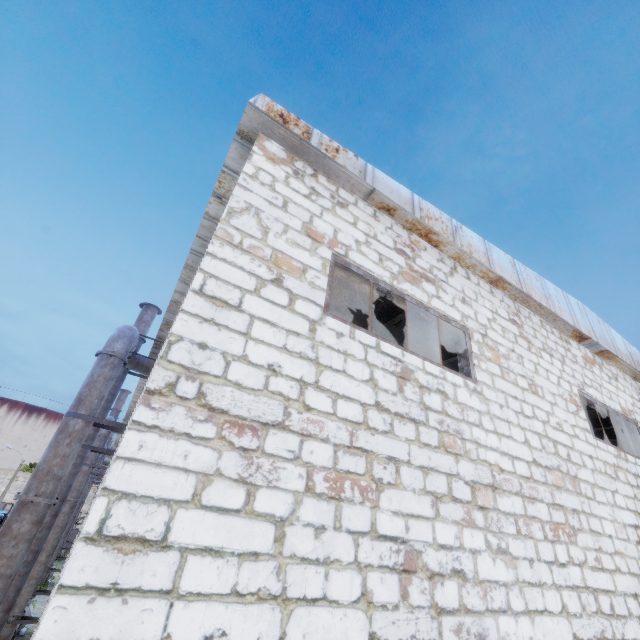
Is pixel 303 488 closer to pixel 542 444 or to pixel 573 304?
pixel 542 444

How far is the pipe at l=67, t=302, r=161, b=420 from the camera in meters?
7.4

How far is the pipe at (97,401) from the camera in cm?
740
